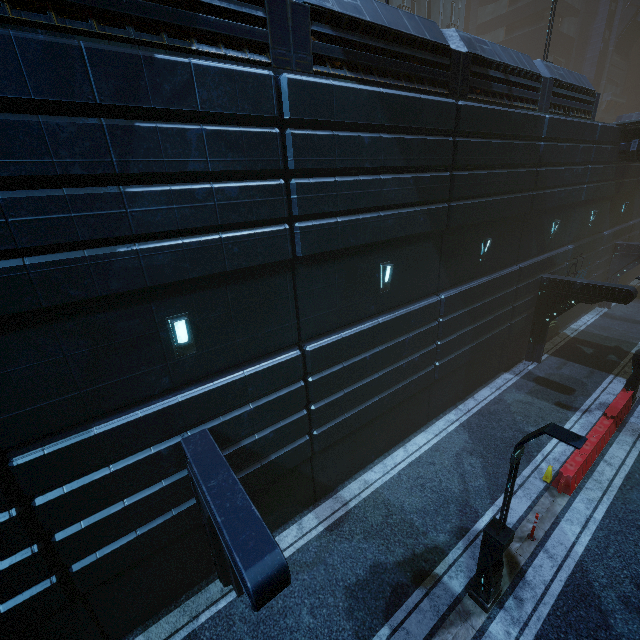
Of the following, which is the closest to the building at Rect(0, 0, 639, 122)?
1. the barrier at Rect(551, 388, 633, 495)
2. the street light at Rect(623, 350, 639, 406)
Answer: the street light at Rect(623, 350, 639, 406)

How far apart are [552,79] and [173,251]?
16.2 meters

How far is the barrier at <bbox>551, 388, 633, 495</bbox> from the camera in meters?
10.4

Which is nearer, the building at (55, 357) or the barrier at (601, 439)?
the building at (55, 357)

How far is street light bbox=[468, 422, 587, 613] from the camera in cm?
551

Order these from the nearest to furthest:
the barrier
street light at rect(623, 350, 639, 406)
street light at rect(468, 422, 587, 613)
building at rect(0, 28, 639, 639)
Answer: building at rect(0, 28, 639, 639) < street light at rect(468, 422, 587, 613) < the barrier < street light at rect(623, 350, 639, 406)

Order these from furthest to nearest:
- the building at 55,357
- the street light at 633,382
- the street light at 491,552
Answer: the street light at 633,382, the street light at 491,552, the building at 55,357
